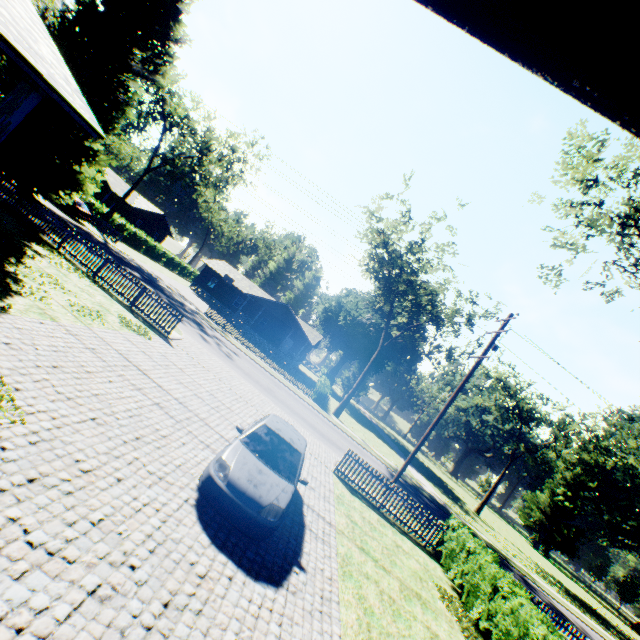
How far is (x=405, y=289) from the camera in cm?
2891

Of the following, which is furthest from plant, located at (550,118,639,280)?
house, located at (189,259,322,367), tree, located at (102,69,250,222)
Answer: house, located at (189,259,322,367)

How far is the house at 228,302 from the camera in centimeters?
4291cm

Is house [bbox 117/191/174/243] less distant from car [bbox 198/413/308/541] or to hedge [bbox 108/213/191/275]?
hedge [bbox 108/213/191/275]

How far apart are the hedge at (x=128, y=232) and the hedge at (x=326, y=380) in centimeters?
3058cm

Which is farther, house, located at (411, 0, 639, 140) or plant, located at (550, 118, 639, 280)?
plant, located at (550, 118, 639, 280)

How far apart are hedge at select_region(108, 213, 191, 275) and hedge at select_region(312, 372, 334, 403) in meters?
30.6 m

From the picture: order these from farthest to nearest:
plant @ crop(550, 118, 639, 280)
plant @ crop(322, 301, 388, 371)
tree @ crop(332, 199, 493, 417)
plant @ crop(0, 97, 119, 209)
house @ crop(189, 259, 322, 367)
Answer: plant @ crop(322, 301, 388, 371) < house @ crop(189, 259, 322, 367) < tree @ crop(332, 199, 493, 417) < plant @ crop(0, 97, 119, 209) < plant @ crop(550, 118, 639, 280)
